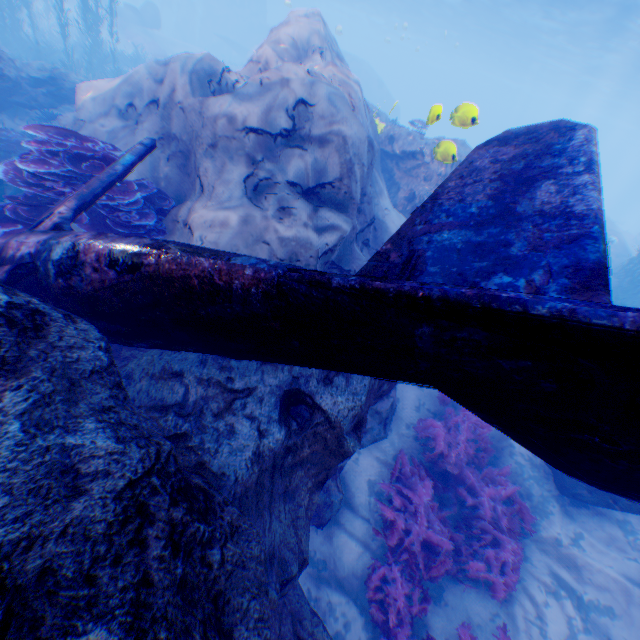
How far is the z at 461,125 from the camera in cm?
597

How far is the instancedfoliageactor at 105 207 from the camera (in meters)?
5.21

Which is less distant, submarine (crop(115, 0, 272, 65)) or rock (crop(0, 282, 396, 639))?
rock (crop(0, 282, 396, 639))

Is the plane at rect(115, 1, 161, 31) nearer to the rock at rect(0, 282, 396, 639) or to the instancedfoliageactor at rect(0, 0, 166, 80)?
the rock at rect(0, 282, 396, 639)

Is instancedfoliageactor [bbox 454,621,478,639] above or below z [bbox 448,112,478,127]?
below

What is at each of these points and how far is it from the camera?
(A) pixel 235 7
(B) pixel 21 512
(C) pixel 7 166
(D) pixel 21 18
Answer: (A) submarine, 40.2 meters
(B) rock, 1.5 meters
(C) instancedfoliageactor, 5.0 meters
(D) instancedfoliageactor, 21.3 meters

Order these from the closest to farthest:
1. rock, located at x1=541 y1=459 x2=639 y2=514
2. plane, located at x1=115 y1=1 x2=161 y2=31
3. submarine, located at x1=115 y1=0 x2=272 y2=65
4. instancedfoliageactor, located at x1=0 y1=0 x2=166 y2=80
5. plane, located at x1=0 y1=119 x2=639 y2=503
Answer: plane, located at x1=0 y1=119 x2=639 y2=503 < rock, located at x1=541 y1=459 x2=639 y2=514 < instancedfoliageactor, located at x1=0 y1=0 x2=166 y2=80 < plane, located at x1=115 y1=1 x2=161 y2=31 < submarine, located at x1=115 y1=0 x2=272 y2=65

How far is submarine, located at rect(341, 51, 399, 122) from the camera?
37.3 meters
